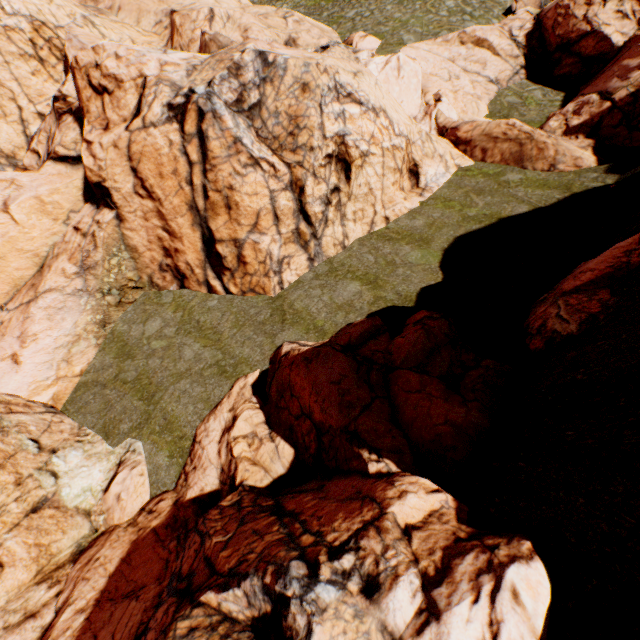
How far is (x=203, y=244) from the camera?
14.1m

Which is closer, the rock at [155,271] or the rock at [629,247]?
the rock at [155,271]

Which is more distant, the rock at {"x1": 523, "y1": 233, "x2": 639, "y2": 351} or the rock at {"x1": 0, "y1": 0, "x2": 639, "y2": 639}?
the rock at {"x1": 523, "y1": 233, "x2": 639, "y2": 351}
